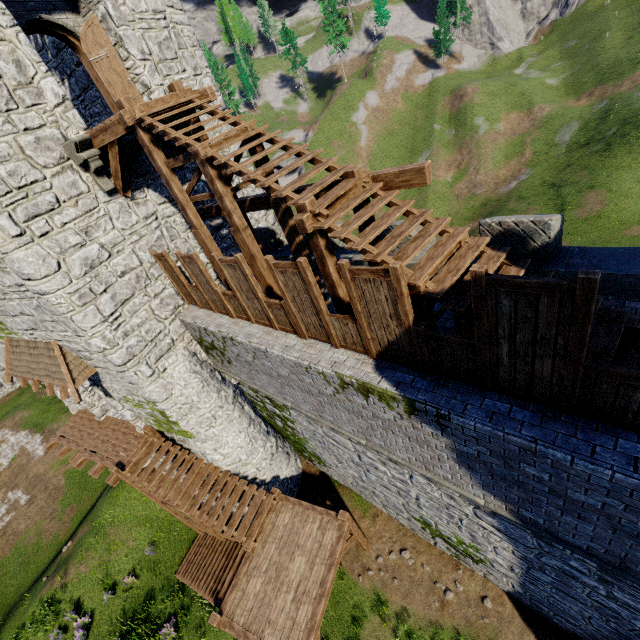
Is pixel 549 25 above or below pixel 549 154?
above

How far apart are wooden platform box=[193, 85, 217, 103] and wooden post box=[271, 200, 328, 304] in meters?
3.3

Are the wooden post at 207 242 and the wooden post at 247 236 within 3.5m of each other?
yes

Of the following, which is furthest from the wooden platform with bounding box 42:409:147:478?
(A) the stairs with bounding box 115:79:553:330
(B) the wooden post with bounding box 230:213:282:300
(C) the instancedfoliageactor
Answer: (A) the stairs with bounding box 115:79:553:330

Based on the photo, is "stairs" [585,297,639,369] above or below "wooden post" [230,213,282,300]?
Answer: below

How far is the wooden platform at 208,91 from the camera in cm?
909

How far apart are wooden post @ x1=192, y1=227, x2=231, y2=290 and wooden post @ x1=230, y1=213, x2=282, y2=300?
1.5m

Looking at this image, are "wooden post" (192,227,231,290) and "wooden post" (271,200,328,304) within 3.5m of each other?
yes
